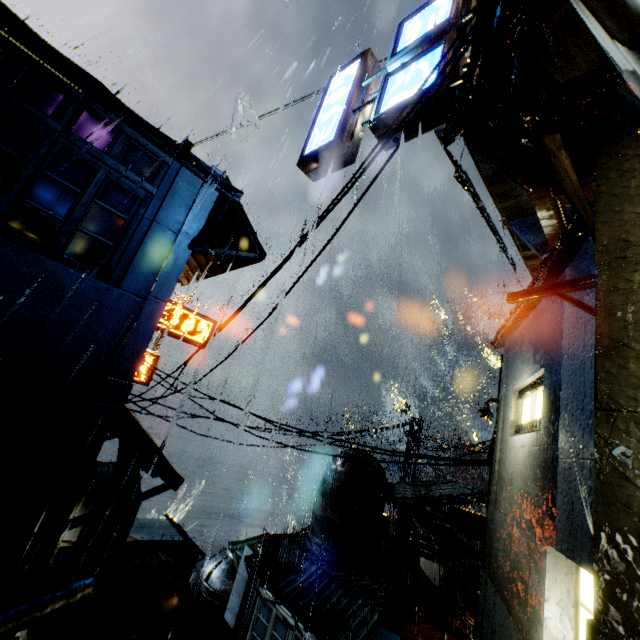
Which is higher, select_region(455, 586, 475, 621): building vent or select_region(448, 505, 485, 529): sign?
select_region(448, 505, 485, 529): sign

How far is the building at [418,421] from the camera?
21.7 meters

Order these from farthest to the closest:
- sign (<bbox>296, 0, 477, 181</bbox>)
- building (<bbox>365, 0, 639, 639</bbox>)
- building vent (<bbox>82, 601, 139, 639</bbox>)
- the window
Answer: the window, building vent (<bbox>82, 601, 139, 639</bbox>), sign (<bbox>296, 0, 477, 181</bbox>), building (<bbox>365, 0, 639, 639</bbox>)

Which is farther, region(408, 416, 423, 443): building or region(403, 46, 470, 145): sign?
region(408, 416, 423, 443): building

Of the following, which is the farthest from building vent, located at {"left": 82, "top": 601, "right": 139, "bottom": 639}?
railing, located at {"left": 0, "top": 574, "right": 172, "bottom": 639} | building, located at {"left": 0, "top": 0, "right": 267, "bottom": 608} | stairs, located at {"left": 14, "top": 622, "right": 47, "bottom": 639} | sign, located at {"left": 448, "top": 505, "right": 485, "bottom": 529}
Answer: sign, located at {"left": 448, "top": 505, "right": 485, "bottom": 529}

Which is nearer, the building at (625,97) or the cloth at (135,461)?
the building at (625,97)

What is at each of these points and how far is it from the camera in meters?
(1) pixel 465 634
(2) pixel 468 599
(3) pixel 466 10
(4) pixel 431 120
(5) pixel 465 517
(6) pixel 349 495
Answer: (1) building vent, 19.7 m
(2) building vent, 21.1 m
(3) sign, 5.7 m
(4) sign, 5.3 m
(5) sign, 19.9 m
(6) building vent, 19.9 m

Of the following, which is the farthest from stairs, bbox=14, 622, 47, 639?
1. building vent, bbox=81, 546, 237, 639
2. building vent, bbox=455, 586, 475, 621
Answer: building vent, bbox=455, 586, 475, 621
